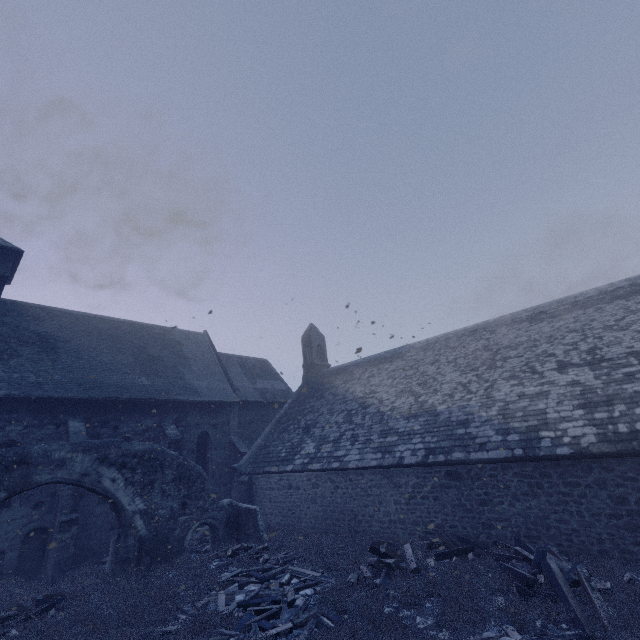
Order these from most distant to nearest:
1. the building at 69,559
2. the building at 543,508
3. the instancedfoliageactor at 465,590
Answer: the building at 69,559
the building at 543,508
the instancedfoliageactor at 465,590

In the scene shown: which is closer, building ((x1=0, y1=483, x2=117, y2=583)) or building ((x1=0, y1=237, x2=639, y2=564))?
building ((x1=0, y1=237, x2=639, y2=564))

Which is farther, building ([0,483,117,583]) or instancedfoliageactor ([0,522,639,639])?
building ([0,483,117,583])

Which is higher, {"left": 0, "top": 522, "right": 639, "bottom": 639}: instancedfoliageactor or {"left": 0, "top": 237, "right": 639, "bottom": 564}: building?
{"left": 0, "top": 237, "right": 639, "bottom": 564}: building

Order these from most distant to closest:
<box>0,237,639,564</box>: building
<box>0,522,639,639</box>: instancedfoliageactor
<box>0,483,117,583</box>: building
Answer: <box>0,483,117,583</box>: building < <box>0,237,639,564</box>: building < <box>0,522,639,639</box>: instancedfoliageactor

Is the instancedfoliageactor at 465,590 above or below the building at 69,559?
below

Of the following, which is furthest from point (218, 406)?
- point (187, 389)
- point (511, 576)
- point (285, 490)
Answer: point (511, 576)
